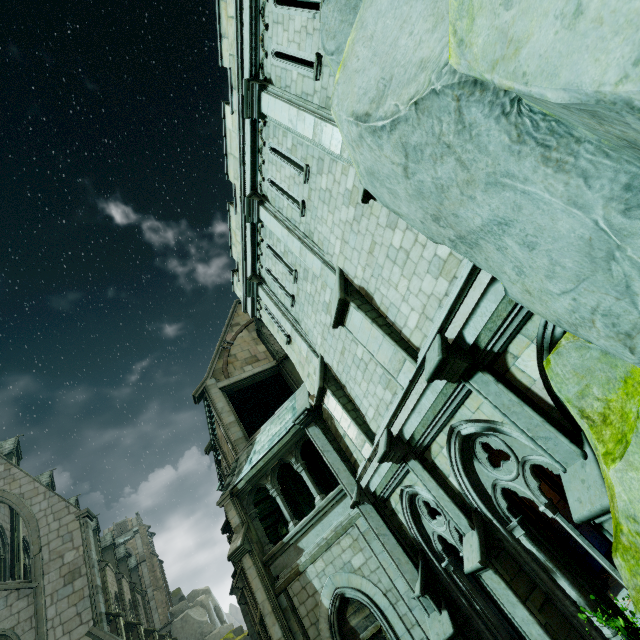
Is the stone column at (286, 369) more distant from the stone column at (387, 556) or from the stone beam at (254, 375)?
the stone column at (387, 556)

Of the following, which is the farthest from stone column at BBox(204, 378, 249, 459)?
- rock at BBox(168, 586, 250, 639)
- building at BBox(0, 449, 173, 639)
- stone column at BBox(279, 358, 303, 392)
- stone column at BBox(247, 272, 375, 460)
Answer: rock at BBox(168, 586, 250, 639)

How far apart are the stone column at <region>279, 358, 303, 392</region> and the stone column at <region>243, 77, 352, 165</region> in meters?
11.7

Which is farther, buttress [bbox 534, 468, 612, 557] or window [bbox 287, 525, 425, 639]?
buttress [bbox 534, 468, 612, 557]

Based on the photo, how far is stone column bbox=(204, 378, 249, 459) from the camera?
14.6 meters

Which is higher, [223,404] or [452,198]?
[223,404]

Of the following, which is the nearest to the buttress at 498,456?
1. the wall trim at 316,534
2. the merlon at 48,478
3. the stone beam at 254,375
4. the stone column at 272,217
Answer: the wall trim at 316,534

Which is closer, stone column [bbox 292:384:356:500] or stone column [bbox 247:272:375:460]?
stone column [bbox 247:272:375:460]
